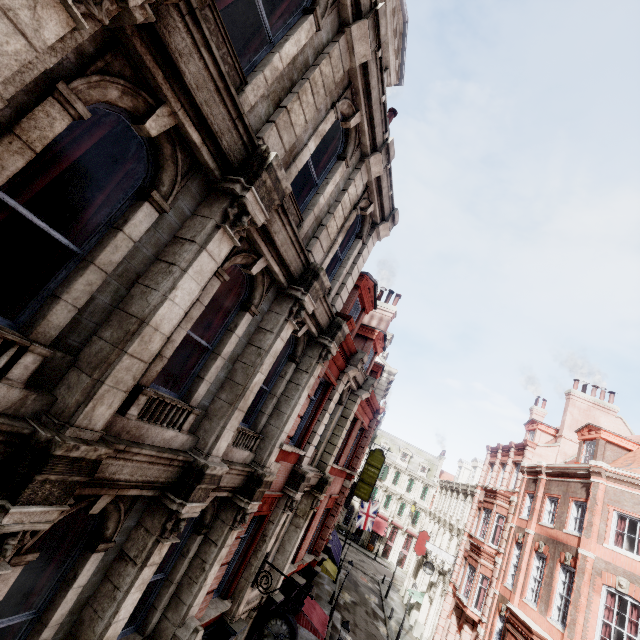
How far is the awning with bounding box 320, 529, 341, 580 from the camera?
23.5 meters

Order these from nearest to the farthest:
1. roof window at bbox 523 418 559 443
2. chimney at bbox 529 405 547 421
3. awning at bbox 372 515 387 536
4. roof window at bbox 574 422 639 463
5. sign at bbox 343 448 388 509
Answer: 1. roof window at bbox 574 422 639 463
2. roof window at bbox 523 418 559 443
3. sign at bbox 343 448 388 509
4. chimney at bbox 529 405 547 421
5. awning at bbox 372 515 387 536

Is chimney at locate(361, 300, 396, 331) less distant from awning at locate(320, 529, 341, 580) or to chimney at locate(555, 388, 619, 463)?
chimney at locate(555, 388, 619, 463)

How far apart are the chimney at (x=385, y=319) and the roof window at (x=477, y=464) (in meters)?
24.14

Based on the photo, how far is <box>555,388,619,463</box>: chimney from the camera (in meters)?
23.05

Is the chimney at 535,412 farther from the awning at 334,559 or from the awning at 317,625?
the awning at 317,625

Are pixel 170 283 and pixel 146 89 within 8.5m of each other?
yes

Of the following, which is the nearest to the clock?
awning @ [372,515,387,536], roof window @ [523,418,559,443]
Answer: roof window @ [523,418,559,443]
